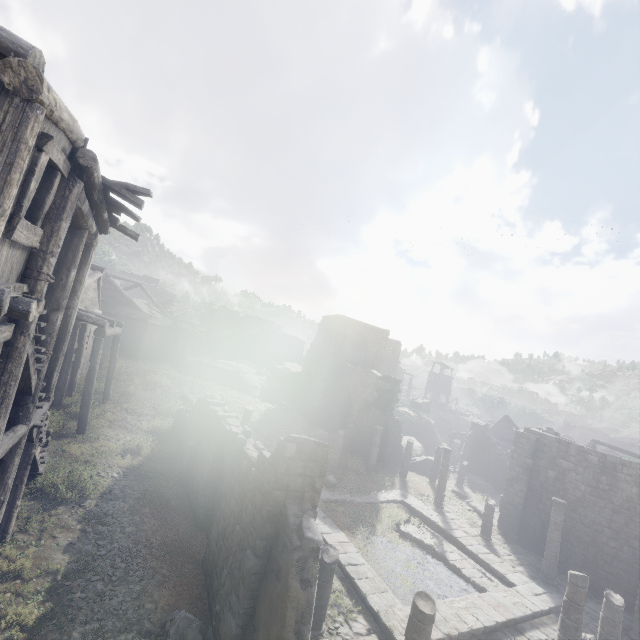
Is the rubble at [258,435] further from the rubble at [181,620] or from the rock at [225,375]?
the rubble at [181,620]

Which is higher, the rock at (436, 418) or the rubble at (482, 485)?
the rock at (436, 418)

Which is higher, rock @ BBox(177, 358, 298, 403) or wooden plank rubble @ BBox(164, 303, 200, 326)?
wooden plank rubble @ BBox(164, 303, 200, 326)

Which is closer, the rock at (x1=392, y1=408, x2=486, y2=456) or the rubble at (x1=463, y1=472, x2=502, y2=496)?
the rubble at (x1=463, y1=472, x2=502, y2=496)

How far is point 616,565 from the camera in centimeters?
1614cm

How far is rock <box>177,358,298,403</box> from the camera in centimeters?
3183cm

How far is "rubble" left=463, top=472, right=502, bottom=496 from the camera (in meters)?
28.97

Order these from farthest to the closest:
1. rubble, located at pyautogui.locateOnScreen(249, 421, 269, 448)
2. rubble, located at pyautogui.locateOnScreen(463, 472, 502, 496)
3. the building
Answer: rubble, located at pyautogui.locateOnScreen(463, 472, 502, 496) < rubble, located at pyautogui.locateOnScreen(249, 421, 269, 448) < the building
